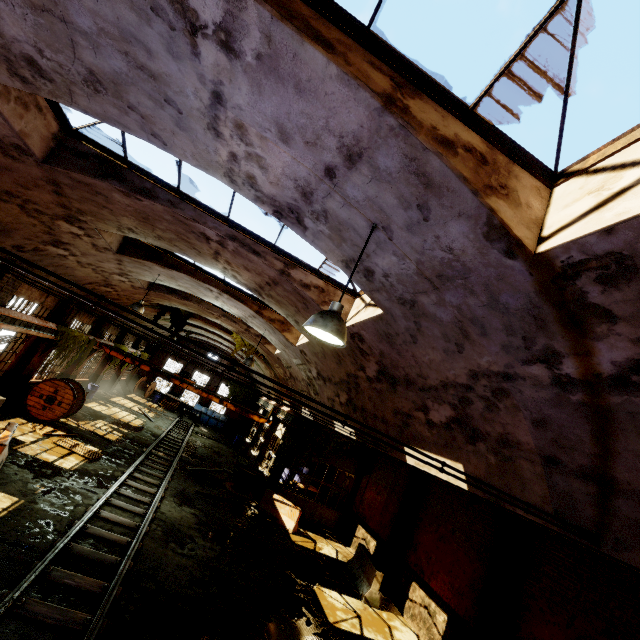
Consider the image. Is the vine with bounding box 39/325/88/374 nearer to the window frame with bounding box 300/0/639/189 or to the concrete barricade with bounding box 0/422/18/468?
the concrete barricade with bounding box 0/422/18/468

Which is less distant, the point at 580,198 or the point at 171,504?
the point at 580,198

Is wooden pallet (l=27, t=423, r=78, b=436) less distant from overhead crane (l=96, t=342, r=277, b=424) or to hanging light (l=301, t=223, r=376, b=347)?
overhead crane (l=96, t=342, r=277, b=424)

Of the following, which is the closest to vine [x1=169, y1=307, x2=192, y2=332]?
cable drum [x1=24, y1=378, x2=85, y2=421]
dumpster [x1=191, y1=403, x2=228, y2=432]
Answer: dumpster [x1=191, y1=403, x2=228, y2=432]

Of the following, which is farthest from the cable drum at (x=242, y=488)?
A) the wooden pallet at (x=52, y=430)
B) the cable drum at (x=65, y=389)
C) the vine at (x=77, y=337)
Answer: the vine at (x=77, y=337)

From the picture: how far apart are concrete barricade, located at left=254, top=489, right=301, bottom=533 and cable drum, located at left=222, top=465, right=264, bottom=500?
0.73m

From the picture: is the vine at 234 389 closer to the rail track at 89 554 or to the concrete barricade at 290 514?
the concrete barricade at 290 514

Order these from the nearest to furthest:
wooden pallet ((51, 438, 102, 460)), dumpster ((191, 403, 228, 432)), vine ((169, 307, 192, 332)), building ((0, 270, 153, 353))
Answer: building ((0, 270, 153, 353)) < wooden pallet ((51, 438, 102, 460)) < vine ((169, 307, 192, 332)) < dumpster ((191, 403, 228, 432))
